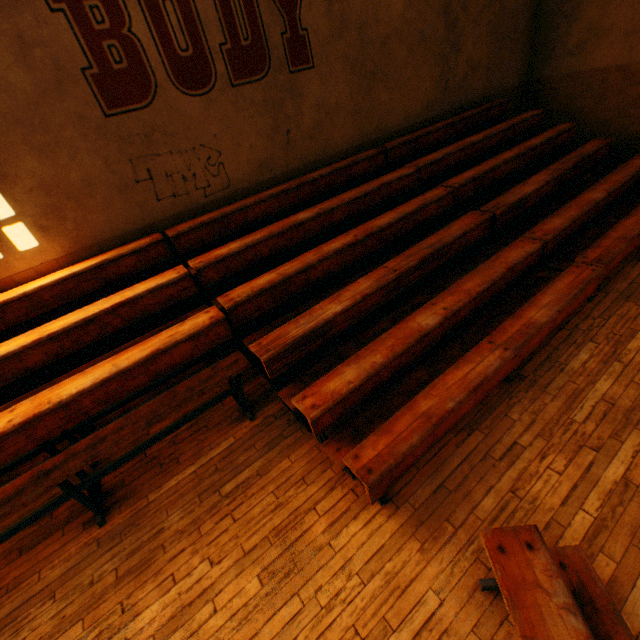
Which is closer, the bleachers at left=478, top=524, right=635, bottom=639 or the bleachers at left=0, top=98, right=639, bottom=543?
the bleachers at left=478, top=524, right=635, bottom=639

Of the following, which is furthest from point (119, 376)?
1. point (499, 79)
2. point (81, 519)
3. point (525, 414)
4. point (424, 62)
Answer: point (499, 79)

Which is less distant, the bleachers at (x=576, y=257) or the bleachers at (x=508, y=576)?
the bleachers at (x=508, y=576)
